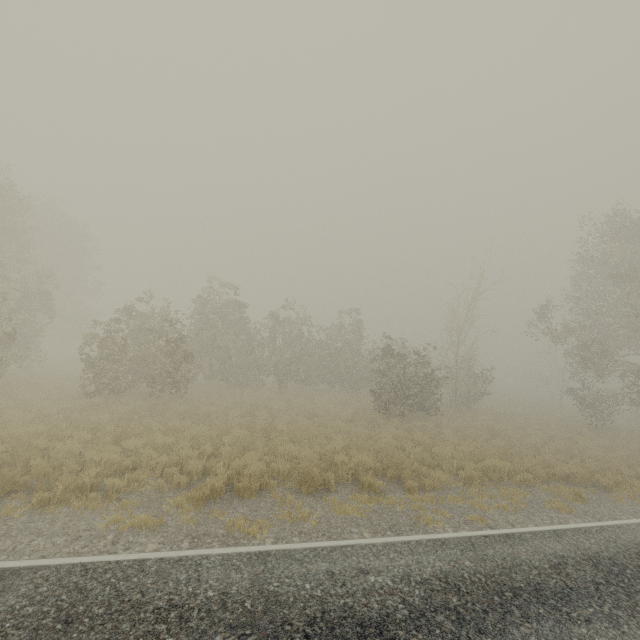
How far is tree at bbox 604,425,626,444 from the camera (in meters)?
18.29

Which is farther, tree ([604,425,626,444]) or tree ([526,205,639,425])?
tree ([604,425,626,444])

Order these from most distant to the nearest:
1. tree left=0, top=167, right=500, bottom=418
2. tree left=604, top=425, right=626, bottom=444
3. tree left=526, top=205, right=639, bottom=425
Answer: tree left=604, top=425, right=626, bottom=444, tree left=526, top=205, right=639, bottom=425, tree left=0, top=167, right=500, bottom=418

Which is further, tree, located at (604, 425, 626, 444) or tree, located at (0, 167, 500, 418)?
tree, located at (604, 425, 626, 444)

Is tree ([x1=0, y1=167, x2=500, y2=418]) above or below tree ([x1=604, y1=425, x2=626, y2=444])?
above

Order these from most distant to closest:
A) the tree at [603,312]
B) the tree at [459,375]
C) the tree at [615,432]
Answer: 1. the tree at [615,432]
2. the tree at [603,312]
3. the tree at [459,375]

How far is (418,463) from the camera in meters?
10.3 m

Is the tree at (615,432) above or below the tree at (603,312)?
below
